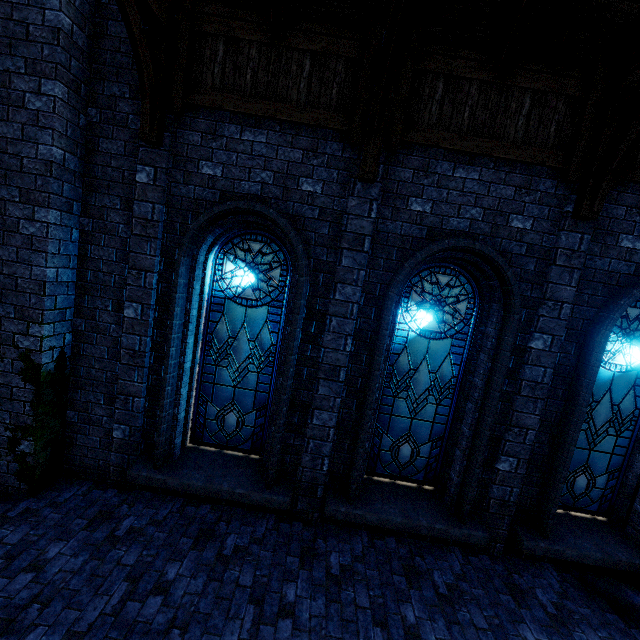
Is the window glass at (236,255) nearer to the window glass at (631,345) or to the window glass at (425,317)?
the window glass at (425,317)

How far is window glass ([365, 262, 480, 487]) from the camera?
Answer: 5.05m

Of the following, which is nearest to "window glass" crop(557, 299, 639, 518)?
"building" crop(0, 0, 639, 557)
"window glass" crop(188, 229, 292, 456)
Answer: "building" crop(0, 0, 639, 557)

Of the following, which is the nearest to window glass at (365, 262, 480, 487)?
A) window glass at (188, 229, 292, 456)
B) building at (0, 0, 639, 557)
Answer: building at (0, 0, 639, 557)

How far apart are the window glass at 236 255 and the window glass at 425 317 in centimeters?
151cm

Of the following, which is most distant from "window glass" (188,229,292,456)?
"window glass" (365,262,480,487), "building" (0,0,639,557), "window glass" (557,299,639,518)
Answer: "window glass" (557,299,639,518)

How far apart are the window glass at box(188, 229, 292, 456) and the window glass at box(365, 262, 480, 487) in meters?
1.5

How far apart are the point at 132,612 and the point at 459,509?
4.42m
